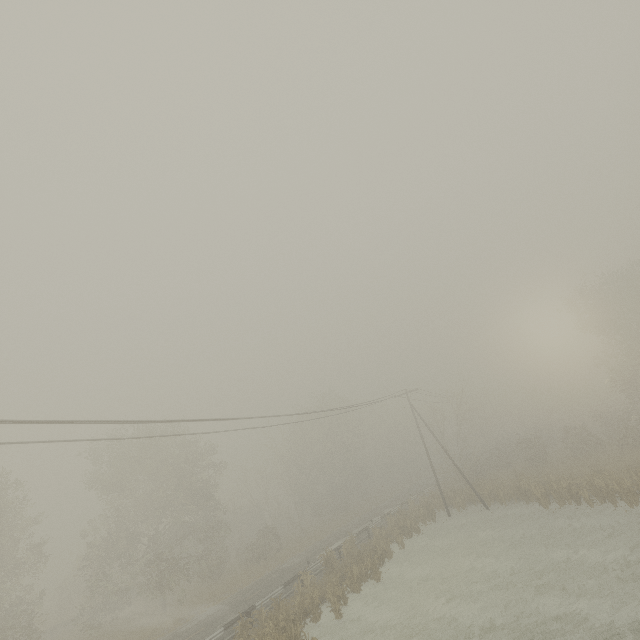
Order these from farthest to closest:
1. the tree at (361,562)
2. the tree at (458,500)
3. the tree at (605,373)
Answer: the tree at (458,500) → the tree at (605,373) → the tree at (361,562)

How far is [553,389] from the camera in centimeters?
5447cm

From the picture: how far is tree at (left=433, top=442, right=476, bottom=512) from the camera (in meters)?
31.56

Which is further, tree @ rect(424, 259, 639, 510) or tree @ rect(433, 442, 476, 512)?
tree @ rect(433, 442, 476, 512)

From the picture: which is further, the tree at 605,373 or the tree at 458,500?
the tree at 458,500

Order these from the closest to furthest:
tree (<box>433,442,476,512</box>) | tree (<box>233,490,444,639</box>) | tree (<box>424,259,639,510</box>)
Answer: tree (<box>233,490,444,639</box>) → tree (<box>424,259,639,510</box>) → tree (<box>433,442,476,512</box>)

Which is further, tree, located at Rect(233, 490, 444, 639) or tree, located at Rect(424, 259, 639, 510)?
tree, located at Rect(424, 259, 639, 510)
